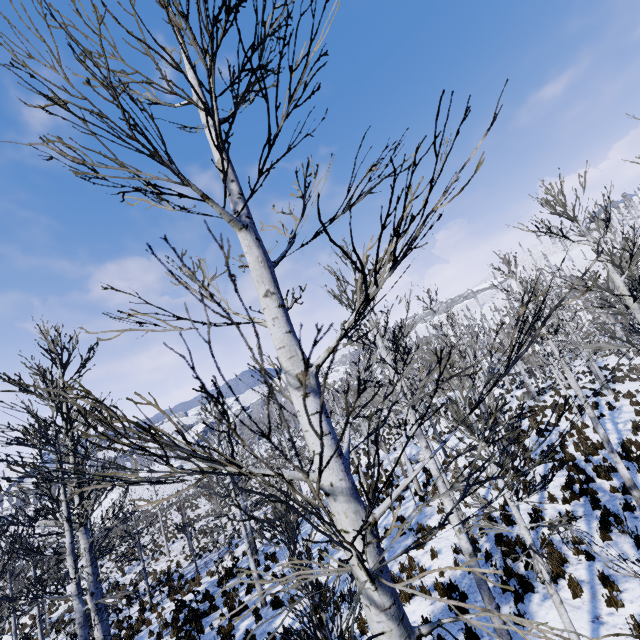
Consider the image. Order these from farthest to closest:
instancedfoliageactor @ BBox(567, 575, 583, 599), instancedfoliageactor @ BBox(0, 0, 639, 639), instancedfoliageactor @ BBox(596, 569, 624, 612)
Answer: instancedfoliageactor @ BBox(567, 575, 583, 599) → instancedfoliageactor @ BBox(596, 569, 624, 612) → instancedfoliageactor @ BBox(0, 0, 639, 639)

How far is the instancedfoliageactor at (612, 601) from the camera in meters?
6.6

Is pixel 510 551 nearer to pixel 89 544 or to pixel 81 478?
pixel 89 544

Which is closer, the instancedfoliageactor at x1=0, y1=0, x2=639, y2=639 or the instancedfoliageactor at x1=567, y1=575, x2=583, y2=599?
the instancedfoliageactor at x1=0, y1=0, x2=639, y2=639

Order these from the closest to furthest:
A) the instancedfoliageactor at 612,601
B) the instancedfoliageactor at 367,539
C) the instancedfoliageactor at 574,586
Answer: the instancedfoliageactor at 367,539 → the instancedfoliageactor at 612,601 → the instancedfoliageactor at 574,586

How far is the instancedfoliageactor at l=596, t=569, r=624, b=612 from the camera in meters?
6.6
